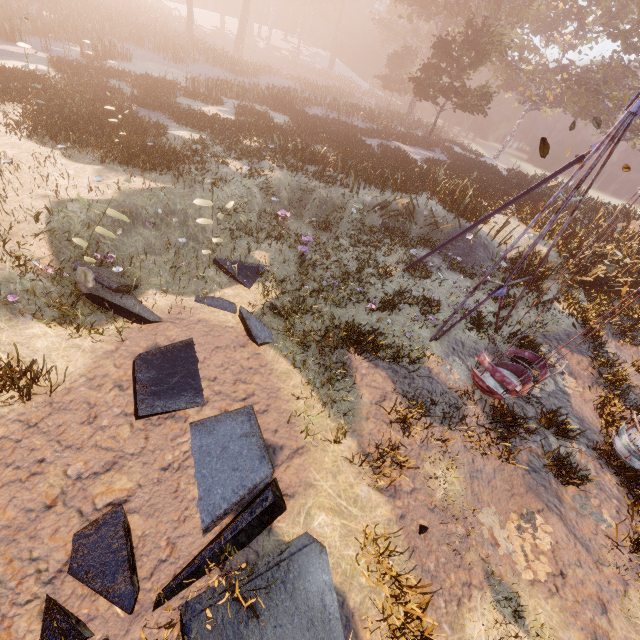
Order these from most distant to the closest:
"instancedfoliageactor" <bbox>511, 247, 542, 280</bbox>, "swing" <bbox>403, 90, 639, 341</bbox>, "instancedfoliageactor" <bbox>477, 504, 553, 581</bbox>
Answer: "instancedfoliageactor" <bbox>511, 247, 542, 280</bbox>
"swing" <bbox>403, 90, 639, 341</bbox>
"instancedfoliageactor" <bbox>477, 504, 553, 581</bbox>

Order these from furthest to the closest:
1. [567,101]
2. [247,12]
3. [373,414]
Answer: [247,12]
[567,101]
[373,414]

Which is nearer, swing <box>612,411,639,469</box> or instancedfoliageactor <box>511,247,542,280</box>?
swing <box>612,411,639,469</box>

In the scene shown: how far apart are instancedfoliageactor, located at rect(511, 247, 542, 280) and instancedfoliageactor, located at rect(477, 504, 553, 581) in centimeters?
1021cm

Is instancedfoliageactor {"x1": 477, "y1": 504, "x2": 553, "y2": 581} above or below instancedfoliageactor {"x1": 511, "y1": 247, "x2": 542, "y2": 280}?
below

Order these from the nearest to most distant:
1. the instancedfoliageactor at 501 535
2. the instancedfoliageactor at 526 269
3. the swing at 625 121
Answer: the instancedfoliageactor at 501 535, the swing at 625 121, the instancedfoliageactor at 526 269

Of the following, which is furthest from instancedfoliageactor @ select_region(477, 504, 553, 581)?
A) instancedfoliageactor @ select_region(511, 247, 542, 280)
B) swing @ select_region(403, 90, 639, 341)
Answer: instancedfoliageactor @ select_region(511, 247, 542, 280)

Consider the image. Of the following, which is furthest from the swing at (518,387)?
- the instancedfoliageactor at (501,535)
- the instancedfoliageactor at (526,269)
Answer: the instancedfoliageactor at (526,269)
